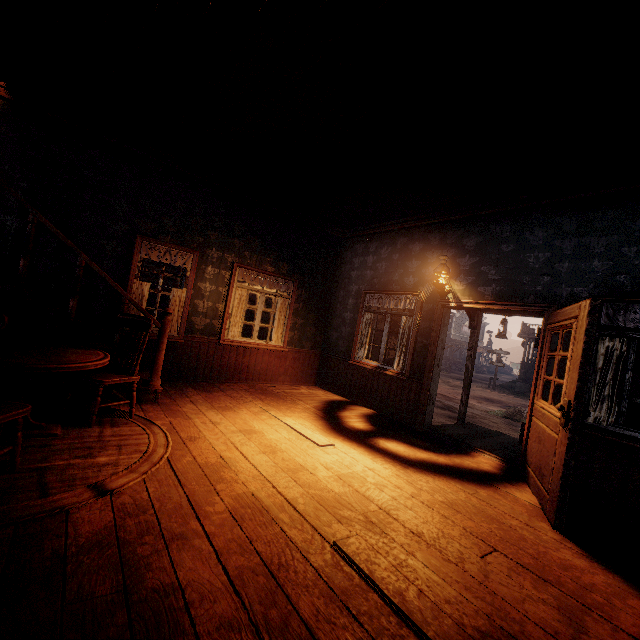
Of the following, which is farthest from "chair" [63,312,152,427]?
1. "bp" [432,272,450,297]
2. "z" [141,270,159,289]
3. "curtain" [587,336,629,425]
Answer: "curtain" [587,336,629,425]

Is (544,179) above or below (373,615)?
above

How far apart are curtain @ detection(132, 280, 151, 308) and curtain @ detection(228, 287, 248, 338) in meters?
1.5

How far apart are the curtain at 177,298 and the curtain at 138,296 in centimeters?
35cm

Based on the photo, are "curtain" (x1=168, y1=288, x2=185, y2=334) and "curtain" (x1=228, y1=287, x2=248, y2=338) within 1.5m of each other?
yes

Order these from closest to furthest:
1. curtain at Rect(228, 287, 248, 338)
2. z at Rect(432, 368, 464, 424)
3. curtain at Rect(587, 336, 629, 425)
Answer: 1. curtain at Rect(587, 336, 629, 425)
2. curtain at Rect(228, 287, 248, 338)
3. z at Rect(432, 368, 464, 424)

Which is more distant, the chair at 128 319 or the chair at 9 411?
the chair at 128 319

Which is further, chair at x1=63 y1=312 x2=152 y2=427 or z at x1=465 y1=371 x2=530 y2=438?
z at x1=465 y1=371 x2=530 y2=438
